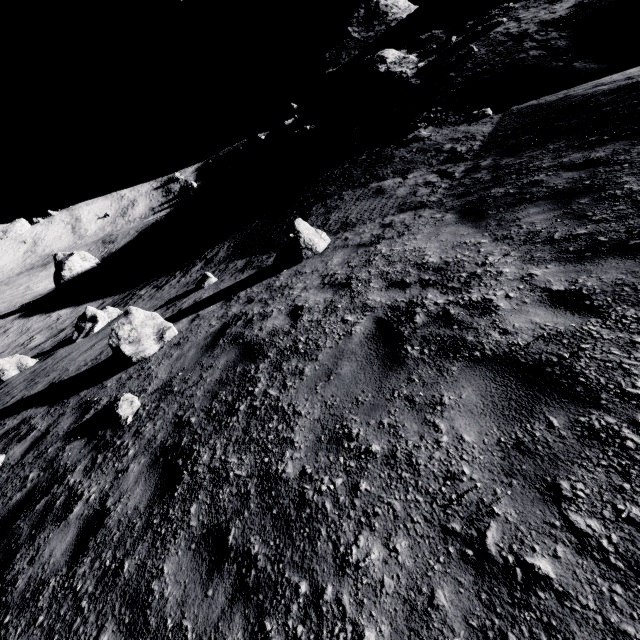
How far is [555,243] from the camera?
4.29m

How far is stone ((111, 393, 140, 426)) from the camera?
5.5 meters

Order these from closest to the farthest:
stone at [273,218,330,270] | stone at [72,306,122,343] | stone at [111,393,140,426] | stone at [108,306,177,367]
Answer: stone at [111,393,140,426], stone at [108,306,177,367], stone at [273,218,330,270], stone at [72,306,122,343]

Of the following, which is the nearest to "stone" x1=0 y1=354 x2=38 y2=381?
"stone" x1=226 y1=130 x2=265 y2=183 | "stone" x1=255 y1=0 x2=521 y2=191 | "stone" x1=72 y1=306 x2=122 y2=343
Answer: "stone" x1=72 y1=306 x2=122 y2=343

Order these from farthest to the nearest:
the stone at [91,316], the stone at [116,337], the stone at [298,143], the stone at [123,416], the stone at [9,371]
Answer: the stone at [298,143] < the stone at [91,316] < the stone at [9,371] < the stone at [116,337] < the stone at [123,416]

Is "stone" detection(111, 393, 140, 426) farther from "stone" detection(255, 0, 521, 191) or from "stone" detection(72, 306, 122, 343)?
"stone" detection(255, 0, 521, 191)

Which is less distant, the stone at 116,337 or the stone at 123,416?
the stone at 123,416

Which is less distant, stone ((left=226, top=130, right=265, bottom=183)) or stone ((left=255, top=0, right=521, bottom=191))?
stone ((left=255, top=0, right=521, bottom=191))
